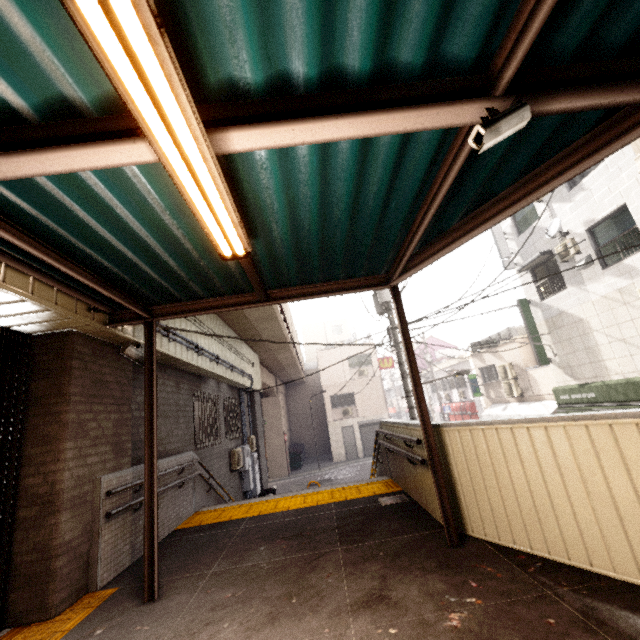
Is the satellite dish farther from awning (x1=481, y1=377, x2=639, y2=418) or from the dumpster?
the dumpster

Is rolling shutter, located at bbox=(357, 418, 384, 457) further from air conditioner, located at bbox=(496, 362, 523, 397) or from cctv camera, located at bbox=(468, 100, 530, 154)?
cctv camera, located at bbox=(468, 100, 530, 154)

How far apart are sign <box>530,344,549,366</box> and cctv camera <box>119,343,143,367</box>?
14.1 meters

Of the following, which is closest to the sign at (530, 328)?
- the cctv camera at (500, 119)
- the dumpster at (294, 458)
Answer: the cctv camera at (500, 119)

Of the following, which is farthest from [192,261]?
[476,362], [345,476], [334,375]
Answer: [334,375]

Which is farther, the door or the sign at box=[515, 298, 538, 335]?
the door

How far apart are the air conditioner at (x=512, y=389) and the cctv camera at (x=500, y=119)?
17.9m

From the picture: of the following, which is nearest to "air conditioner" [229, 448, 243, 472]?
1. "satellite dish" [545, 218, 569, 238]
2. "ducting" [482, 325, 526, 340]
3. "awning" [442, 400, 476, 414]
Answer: A: "satellite dish" [545, 218, 569, 238]
